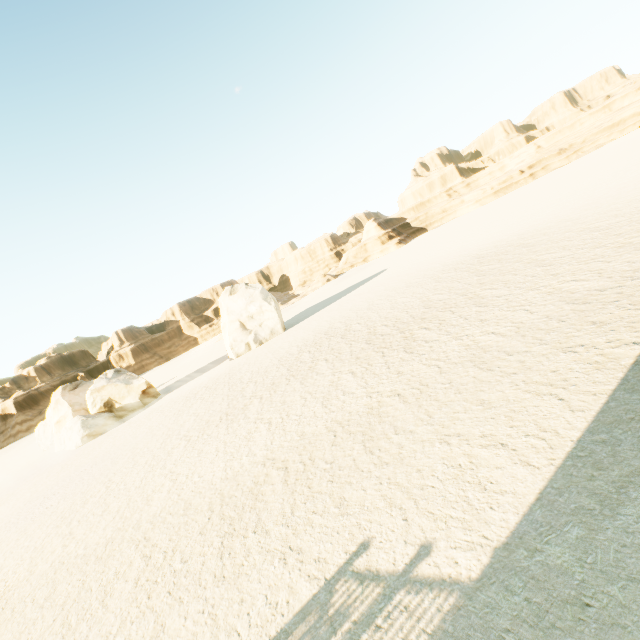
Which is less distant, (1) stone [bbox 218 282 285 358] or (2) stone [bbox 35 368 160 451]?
(2) stone [bbox 35 368 160 451]

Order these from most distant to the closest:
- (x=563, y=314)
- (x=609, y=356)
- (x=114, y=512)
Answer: (x=114, y=512) → (x=563, y=314) → (x=609, y=356)

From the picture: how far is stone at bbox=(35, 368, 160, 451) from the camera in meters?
28.3 m

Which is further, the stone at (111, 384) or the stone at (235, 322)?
the stone at (235, 322)

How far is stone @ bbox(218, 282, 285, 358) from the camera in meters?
33.5 m

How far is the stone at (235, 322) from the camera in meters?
33.5
